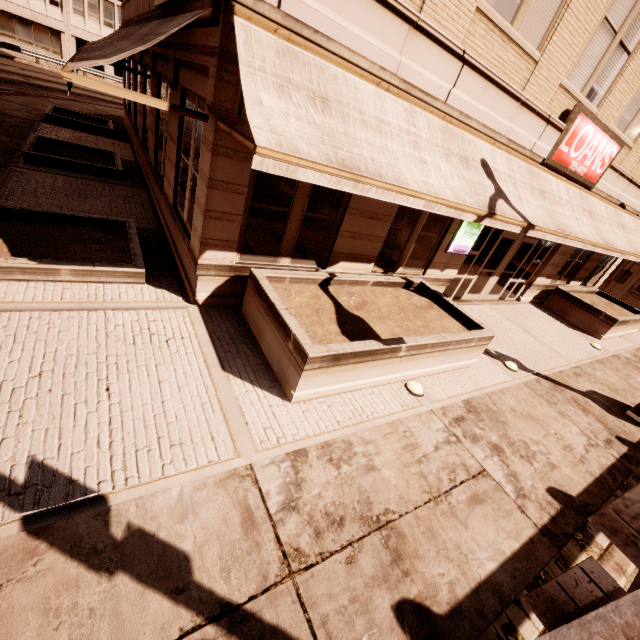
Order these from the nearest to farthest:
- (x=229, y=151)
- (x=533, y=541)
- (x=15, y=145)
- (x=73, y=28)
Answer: (x=533, y=541), (x=229, y=151), (x=15, y=145), (x=73, y=28)

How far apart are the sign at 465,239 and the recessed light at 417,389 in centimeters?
440cm

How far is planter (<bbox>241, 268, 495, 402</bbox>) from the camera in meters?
4.9 m

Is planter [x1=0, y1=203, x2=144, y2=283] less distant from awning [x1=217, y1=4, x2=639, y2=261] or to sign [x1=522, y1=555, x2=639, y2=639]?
awning [x1=217, y1=4, x2=639, y2=261]

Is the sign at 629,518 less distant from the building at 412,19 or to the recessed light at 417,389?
the recessed light at 417,389

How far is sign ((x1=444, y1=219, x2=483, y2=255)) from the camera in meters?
8.7 m

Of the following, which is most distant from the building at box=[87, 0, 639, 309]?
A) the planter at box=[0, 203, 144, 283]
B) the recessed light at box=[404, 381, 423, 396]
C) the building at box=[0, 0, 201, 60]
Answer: the building at box=[0, 0, 201, 60]

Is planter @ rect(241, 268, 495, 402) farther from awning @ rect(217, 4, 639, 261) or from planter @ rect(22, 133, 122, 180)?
planter @ rect(22, 133, 122, 180)
